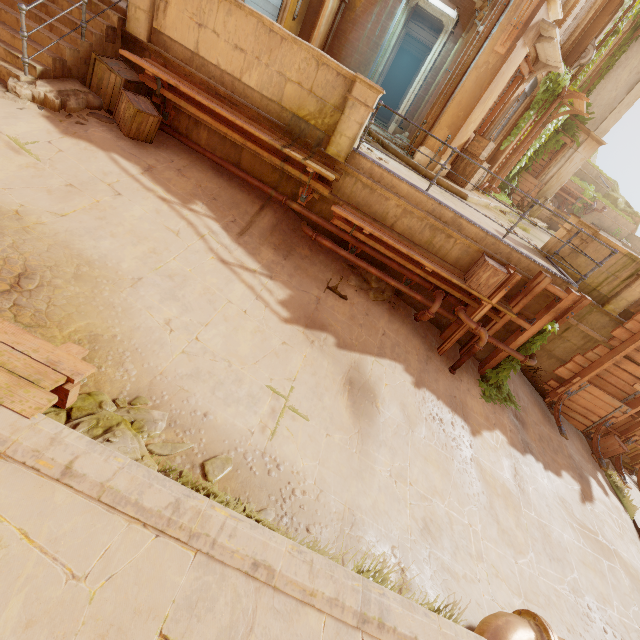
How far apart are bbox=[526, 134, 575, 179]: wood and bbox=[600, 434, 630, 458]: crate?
13.9 meters

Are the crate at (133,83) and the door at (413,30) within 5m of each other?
no

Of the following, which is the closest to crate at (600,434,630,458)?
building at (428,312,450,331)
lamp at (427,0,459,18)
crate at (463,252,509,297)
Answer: building at (428,312,450,331)

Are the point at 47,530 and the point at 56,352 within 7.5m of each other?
yes

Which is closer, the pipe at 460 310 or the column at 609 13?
the pipe at 460 310

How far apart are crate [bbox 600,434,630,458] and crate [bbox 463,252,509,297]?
7.84m

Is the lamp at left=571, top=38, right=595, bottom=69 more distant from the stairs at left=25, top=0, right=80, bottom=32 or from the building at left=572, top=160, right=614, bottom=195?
the stairs at left=25, top=0, right=80, bottom=32

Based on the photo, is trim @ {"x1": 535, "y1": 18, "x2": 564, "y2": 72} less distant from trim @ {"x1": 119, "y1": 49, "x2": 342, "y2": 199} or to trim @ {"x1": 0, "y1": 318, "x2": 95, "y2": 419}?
trim @ {"x1": 119, "y1": 49, "x2": 342, "y2": 199}
